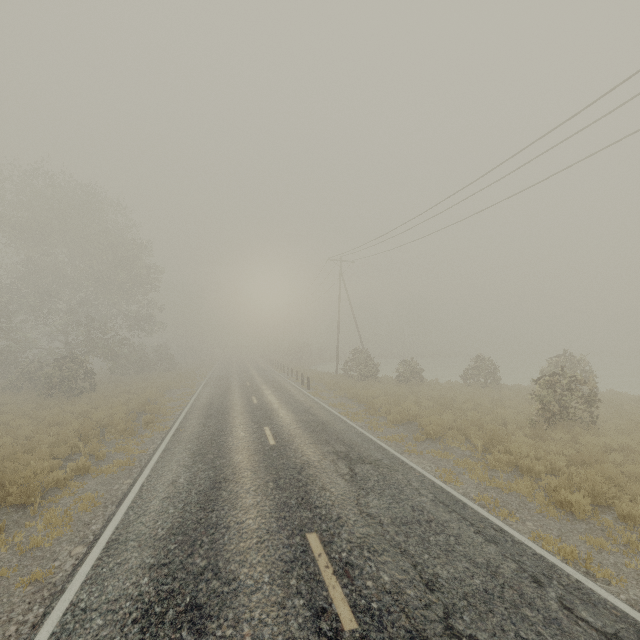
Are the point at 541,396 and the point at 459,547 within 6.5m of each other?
no
